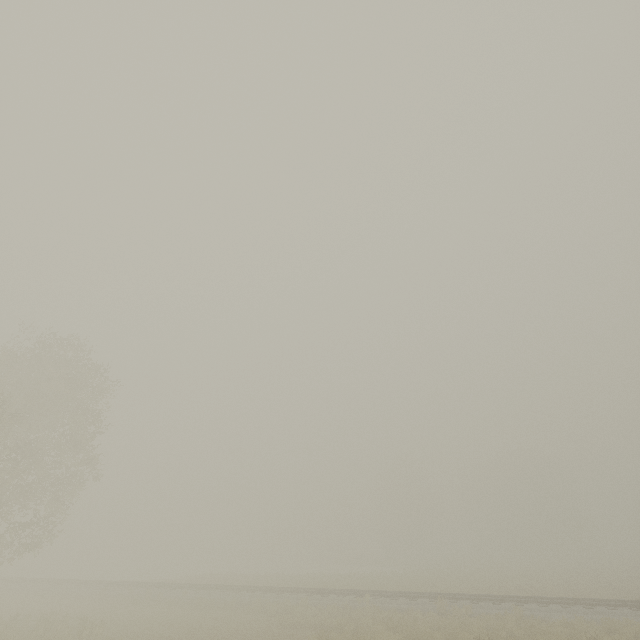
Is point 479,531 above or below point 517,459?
below
